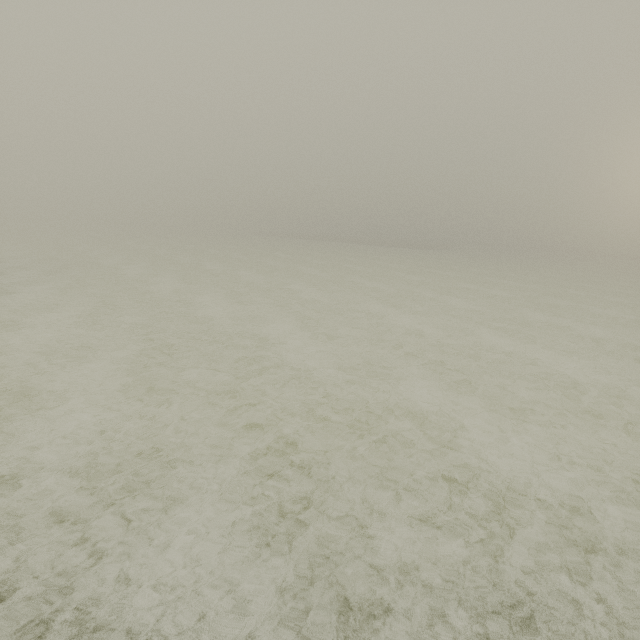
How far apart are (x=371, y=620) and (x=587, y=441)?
5.75m
